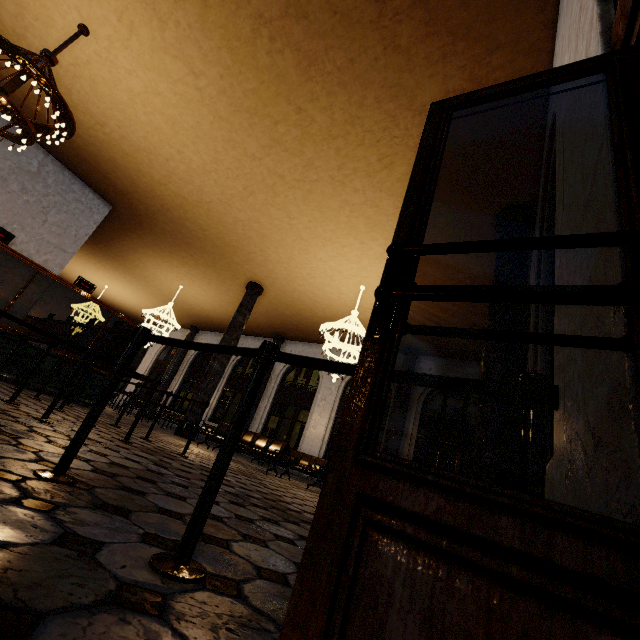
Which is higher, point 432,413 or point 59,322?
point 432,413
